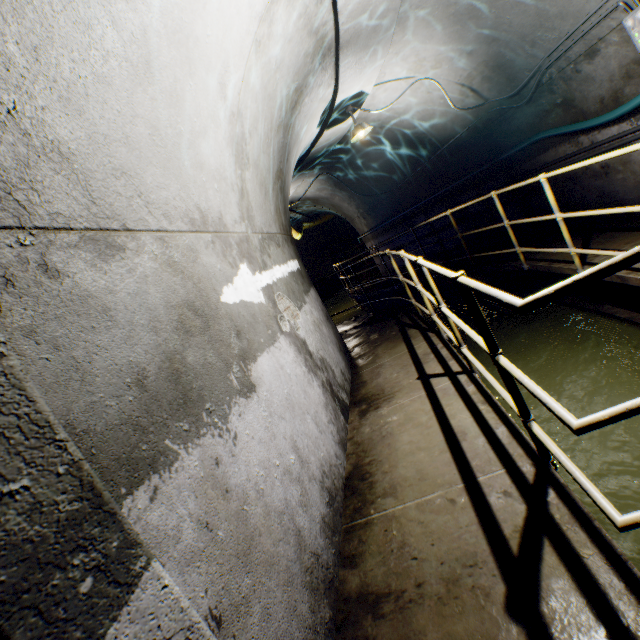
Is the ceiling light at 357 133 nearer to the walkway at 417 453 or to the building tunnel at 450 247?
the building tunnel at 450 247

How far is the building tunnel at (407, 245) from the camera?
9.4m

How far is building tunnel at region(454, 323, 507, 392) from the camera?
4.5m

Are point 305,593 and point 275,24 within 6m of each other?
yes

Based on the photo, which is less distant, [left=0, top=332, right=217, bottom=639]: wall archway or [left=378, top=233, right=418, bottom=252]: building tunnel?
[left=0, top=332, right=217, bottom=639]: wall archway

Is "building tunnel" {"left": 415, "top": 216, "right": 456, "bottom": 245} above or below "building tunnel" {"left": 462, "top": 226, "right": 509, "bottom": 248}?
above
